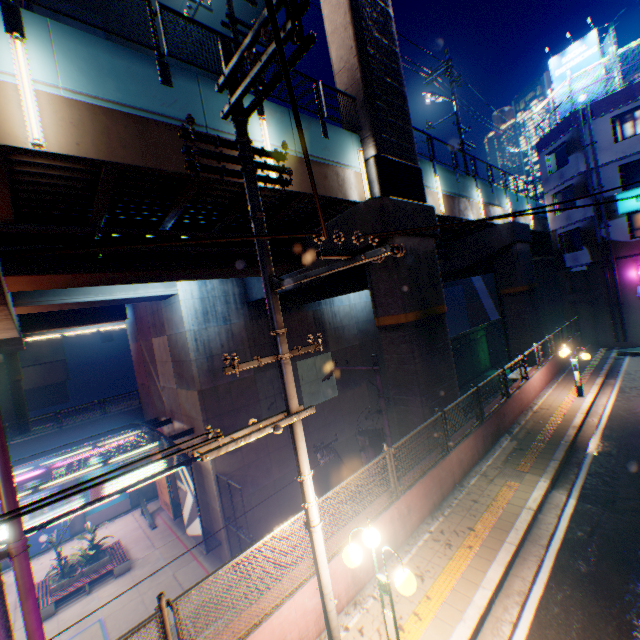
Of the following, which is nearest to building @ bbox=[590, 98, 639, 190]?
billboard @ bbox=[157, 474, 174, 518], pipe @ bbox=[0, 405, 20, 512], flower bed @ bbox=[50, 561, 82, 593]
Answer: pipe @ bbox=[0, 405, 20, 512]

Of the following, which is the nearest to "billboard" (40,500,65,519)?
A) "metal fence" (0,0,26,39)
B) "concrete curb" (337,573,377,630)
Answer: "metal fence" (0,0,26,39)

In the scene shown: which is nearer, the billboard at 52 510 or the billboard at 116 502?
the billboard at 52 510

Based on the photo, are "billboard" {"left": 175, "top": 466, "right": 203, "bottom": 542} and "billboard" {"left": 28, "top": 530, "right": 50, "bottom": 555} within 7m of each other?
no

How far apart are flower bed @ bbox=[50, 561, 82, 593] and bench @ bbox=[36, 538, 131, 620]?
0.03m

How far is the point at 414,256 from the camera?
12.1 meters

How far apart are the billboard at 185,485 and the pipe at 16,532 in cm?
1041

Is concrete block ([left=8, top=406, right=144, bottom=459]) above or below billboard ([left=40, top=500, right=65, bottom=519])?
above
